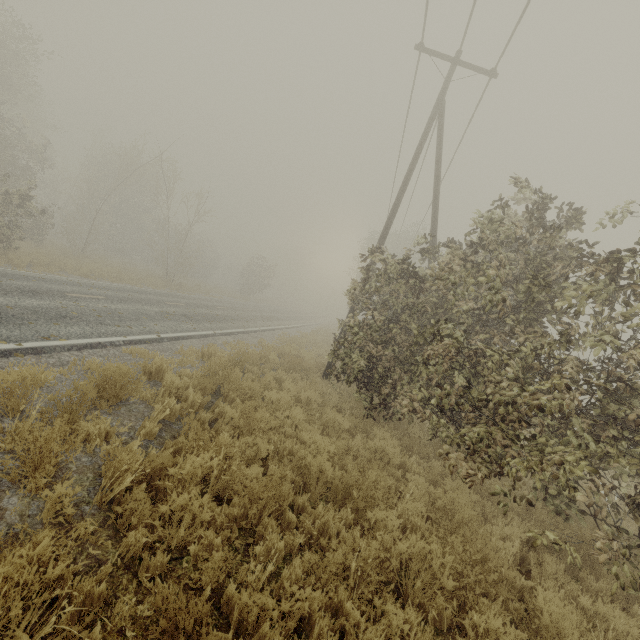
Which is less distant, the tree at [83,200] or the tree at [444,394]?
the tree at [444,394]

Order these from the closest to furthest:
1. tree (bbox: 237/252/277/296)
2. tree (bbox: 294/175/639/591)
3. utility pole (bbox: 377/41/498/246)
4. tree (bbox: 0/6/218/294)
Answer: tree (bbox: 294/175/639/591) < utility pole (bbox: 377/41/498/246) < tree (bbox: 0/6/218/294) < tree (bbox: 237/252/277/296)

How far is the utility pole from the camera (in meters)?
10.88

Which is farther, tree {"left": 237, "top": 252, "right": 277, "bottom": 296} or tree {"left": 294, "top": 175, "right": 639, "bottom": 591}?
tree {"left": 237, "top": 252, "right": 277, "bottom": 296}

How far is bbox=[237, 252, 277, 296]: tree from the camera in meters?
40.4

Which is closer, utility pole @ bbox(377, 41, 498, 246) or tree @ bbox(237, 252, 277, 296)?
utility pole @ bbox(377, 41, 498, 246)

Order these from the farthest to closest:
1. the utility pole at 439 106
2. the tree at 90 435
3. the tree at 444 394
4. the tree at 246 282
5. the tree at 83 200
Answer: the tree at 246 282 < the tree at 83 200 < the utility pole at 439 106 < the tree at 444 394 < the tree at 90 435

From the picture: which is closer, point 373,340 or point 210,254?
point 373,340
